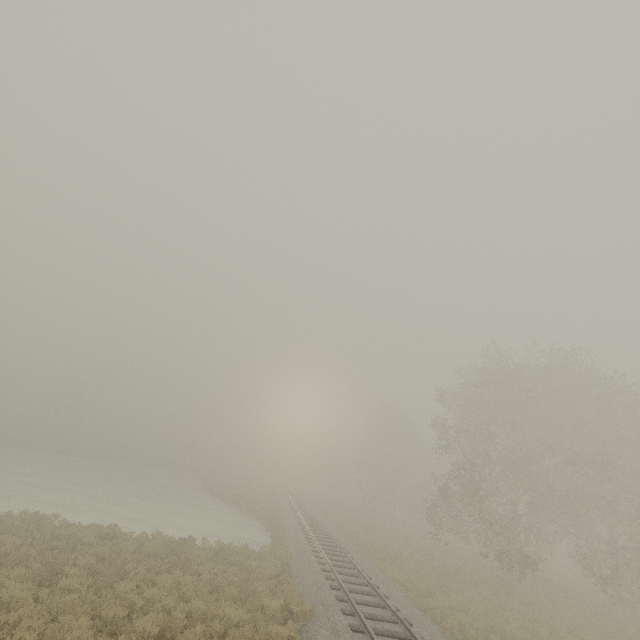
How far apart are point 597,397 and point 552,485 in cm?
970
